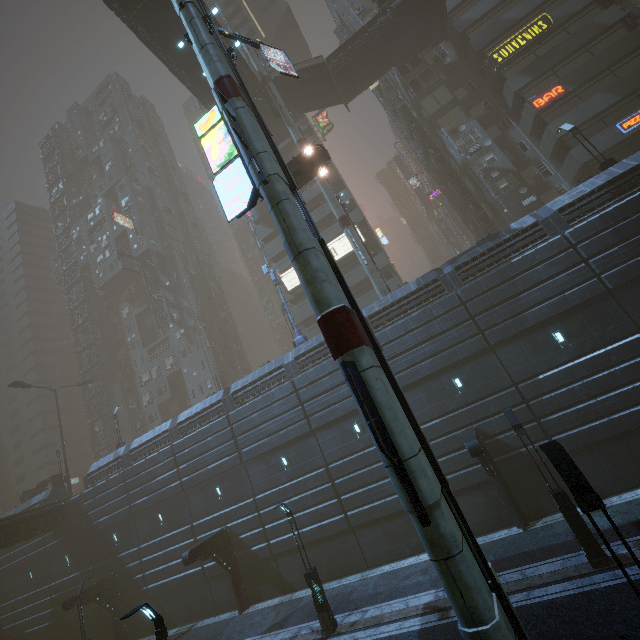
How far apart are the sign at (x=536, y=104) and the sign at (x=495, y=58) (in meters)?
4.34

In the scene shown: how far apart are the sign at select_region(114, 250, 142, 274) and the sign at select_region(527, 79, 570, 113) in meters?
49.7 m

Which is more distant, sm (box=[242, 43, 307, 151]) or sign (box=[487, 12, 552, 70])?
sm (box=[242, 43, 307, 151])

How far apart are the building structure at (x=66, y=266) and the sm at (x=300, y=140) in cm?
4295

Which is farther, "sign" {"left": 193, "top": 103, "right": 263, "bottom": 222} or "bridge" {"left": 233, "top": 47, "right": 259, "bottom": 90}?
"bridge" {"left": 233, "top": 47, "right": 259, "bottom": 90}

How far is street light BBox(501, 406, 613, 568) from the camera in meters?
11.0

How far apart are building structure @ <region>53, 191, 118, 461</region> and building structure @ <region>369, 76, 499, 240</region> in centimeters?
5297cm

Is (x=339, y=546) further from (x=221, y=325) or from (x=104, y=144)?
(x=104, y=144)
